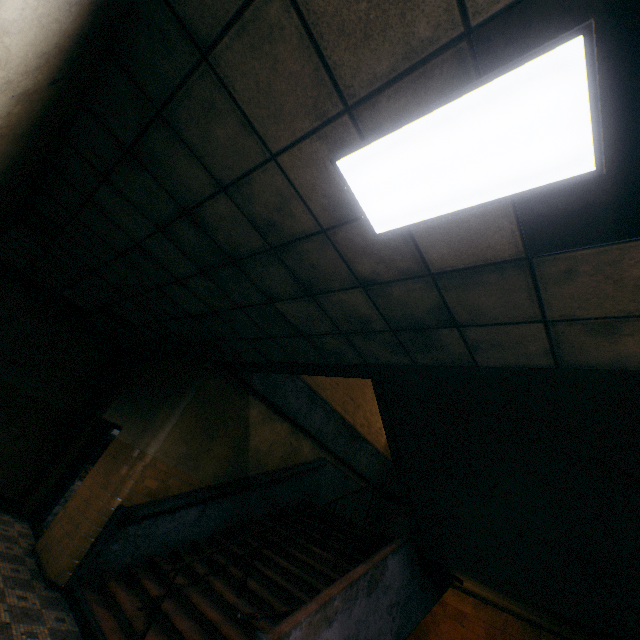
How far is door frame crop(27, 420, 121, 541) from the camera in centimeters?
640cm

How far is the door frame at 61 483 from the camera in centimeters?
640cm

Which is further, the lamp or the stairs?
the stairs

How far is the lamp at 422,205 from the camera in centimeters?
142cm

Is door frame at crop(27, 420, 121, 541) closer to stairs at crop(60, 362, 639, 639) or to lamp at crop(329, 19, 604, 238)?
stairs at crop(60, 362, 639, 639)

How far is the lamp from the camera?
1.4 meters

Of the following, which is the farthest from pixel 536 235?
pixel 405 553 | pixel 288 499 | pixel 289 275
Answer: pixel 288 499

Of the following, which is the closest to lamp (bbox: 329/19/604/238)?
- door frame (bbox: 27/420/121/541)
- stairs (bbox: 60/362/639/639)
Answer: stairs (bbox: 60/362/639/639)
